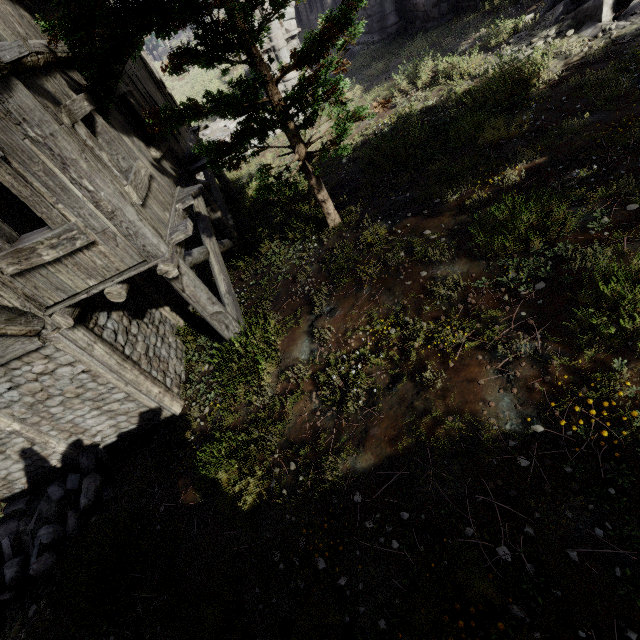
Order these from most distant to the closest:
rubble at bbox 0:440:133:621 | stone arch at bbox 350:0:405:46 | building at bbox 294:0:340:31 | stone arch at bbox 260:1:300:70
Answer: building at bbox 294:0:340:31 < stone arch at bbox 350:0:405:46 < stone arch at bbox 260:1:300:70 < rubble at bbox 0:440:133:621

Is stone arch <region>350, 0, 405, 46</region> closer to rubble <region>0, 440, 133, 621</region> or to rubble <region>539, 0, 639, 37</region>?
rubble <region>539, 0, 639, 37</region>

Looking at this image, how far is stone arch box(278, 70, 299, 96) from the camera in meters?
15.6

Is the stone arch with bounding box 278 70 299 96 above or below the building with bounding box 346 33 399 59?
above

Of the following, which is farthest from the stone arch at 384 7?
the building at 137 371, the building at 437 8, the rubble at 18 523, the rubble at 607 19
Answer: the rubble at 18 523

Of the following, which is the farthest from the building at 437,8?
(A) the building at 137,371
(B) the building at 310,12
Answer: (A) the building at 137,371

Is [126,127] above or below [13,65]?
below

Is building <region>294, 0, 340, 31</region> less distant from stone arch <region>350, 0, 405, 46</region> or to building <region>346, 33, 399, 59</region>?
building <region>346, 33, 399, 59</region>
